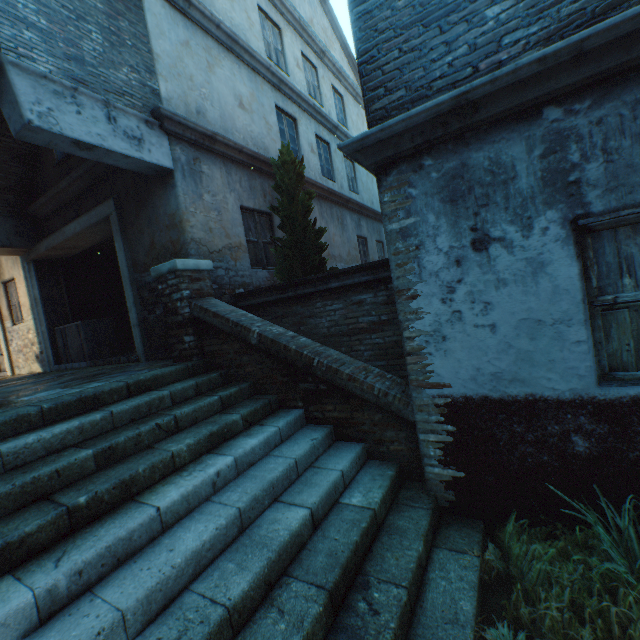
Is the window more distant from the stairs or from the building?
the stairs

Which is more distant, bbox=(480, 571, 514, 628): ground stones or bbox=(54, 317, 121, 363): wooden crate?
bbox=(54, 317, 121, 363): wooden crate

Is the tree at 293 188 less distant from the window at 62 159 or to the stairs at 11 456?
the stairs at 11 456

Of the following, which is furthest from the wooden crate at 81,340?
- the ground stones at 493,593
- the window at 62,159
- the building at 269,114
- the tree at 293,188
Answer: the ground stones at 493,593

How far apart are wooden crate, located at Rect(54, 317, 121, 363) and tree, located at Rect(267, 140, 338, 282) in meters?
4.6

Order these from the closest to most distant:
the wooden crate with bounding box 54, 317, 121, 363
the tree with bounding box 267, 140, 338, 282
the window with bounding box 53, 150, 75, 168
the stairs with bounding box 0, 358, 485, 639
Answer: the stairs with bounding box 0, 358, 485, 639
the tree with bounding box 267, 140, 338, 282
the window with bounding box 53, 150, 75, 168
the wooden crate with bounding box 54, 317, 121, 363

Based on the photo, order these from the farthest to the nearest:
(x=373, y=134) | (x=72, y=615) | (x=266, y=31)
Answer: (x=266, y=31) < (x=373, y=134) < (x=72, y=615)

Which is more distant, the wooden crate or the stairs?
the wooden crate
